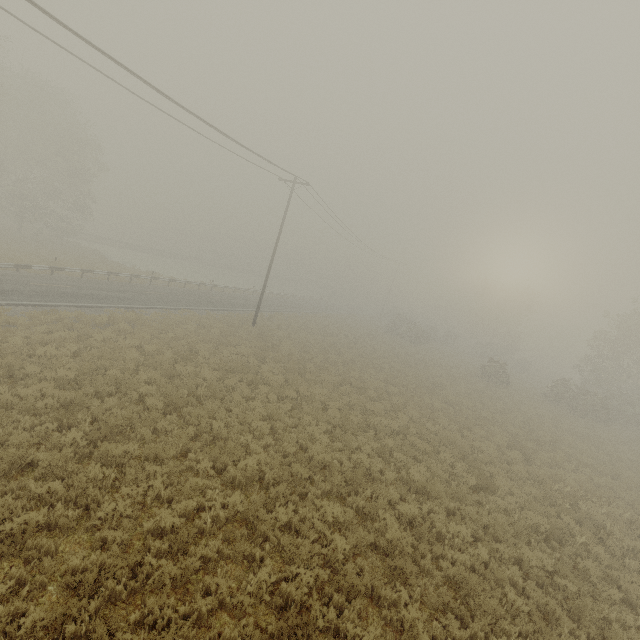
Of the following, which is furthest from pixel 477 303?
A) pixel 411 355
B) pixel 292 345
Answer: pixel 292 345

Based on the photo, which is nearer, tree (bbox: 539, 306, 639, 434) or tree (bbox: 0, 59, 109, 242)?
tree (bbox: 539, 306, 639, 434)

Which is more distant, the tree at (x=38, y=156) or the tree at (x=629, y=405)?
the tree at (x=38, y=156)

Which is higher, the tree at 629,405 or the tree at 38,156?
the tree at 38,156

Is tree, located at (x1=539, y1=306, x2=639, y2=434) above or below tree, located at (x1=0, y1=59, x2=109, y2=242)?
below
